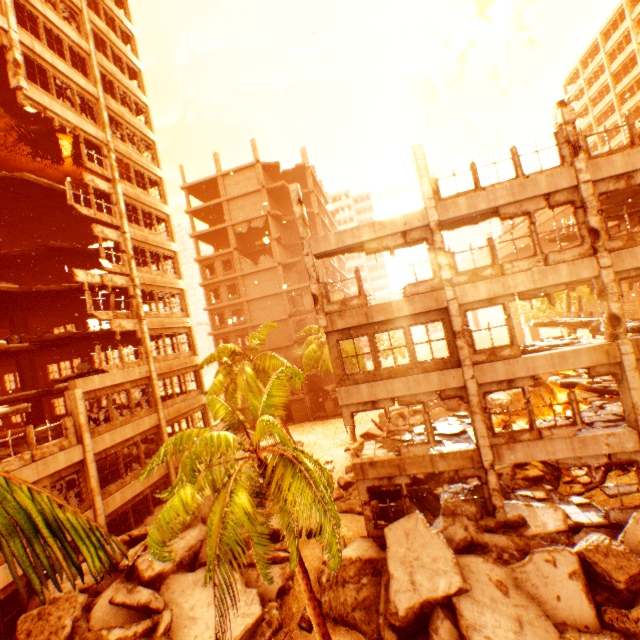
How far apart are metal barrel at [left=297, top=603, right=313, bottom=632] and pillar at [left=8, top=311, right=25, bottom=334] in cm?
2420

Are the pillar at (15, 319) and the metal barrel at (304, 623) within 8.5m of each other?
no

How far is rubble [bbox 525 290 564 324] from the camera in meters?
40.6

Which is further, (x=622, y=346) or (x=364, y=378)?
(x=364, y=378)

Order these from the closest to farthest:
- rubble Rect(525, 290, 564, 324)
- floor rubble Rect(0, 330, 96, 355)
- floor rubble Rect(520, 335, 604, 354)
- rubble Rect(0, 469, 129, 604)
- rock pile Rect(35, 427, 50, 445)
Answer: rubble Rect(0, 469, 129, 604) < floor rubble Rect(520, 335, 604, 354) < rock pile Rect(35, 427, 50, 445) < floor rubble Rect(0, 330, 96, 355) < rubble Rect(525, 290, 564, 324)

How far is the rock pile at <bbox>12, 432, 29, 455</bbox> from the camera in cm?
1547

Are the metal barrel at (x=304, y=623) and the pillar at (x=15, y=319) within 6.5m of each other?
no

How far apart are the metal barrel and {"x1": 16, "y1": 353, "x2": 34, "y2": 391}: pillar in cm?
2276
